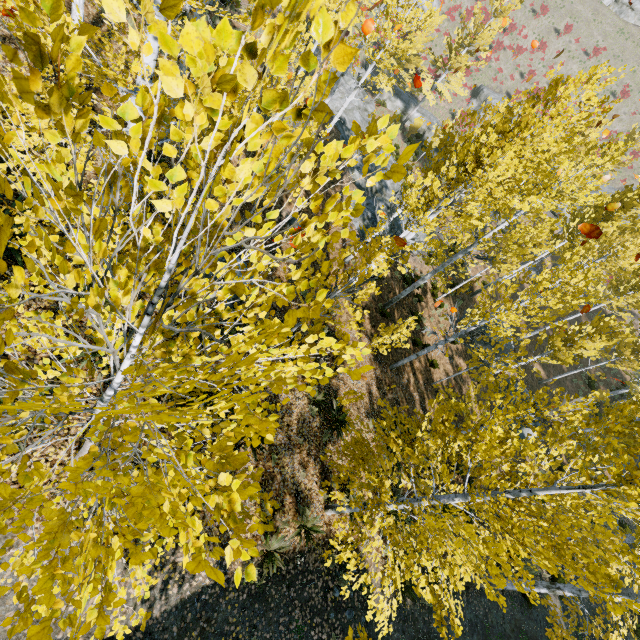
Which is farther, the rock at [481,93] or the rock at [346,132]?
the rock at [481,93]

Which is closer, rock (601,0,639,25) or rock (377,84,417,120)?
rock (377,84,417,120)

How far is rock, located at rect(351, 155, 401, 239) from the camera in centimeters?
1725cm

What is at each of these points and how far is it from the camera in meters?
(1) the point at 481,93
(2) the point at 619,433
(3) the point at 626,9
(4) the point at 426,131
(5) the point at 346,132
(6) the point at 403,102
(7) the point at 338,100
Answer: (1) rock, 36.1
(2) instancedfoliageactor, 4.2
(3) rock, 46.3
(4) rock, 30.8
(5) rock, 20.5
(6) rock, 30.9
(7) rock, 20.7

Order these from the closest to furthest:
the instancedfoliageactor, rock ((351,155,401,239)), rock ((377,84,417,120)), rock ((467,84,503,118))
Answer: the instancedfoliageactor → rock ((351,155,401,239)) → rock ((377,84,417,120)) → rock ((467,84,503,118))

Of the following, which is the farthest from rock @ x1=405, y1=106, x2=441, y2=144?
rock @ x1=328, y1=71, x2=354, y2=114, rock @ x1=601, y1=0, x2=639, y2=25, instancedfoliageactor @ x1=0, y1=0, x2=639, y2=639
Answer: rock @ x1=601, y1=0, x2=639, y2=25

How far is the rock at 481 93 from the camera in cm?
3552
